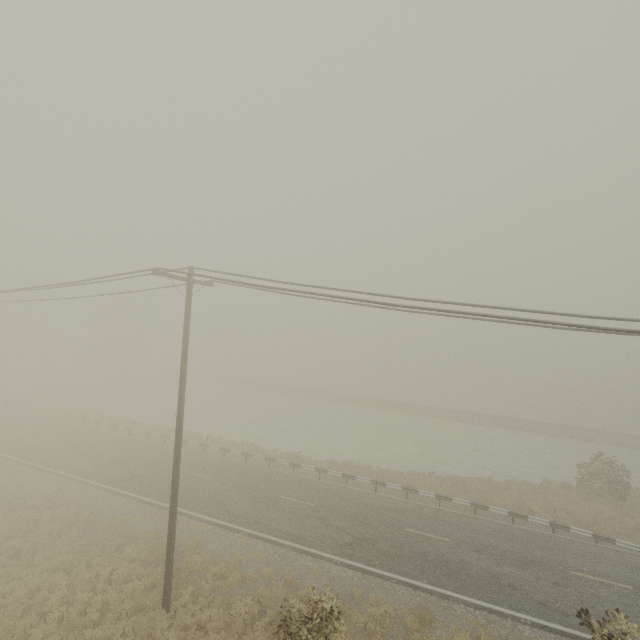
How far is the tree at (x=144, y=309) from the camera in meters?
51.0

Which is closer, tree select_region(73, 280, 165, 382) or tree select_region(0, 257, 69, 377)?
tree select_region(0, 257, 69, 377)

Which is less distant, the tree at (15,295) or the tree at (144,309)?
the tree at (15,295)

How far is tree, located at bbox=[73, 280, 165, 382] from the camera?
51.0 meters

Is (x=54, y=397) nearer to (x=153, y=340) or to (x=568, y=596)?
(x=153, y=340)
